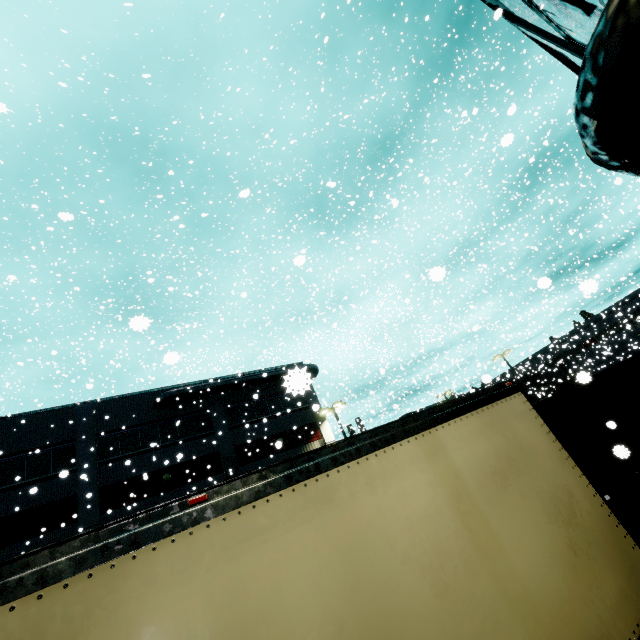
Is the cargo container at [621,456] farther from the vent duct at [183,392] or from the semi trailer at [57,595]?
the vent duct at [183,392]

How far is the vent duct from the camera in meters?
15.3

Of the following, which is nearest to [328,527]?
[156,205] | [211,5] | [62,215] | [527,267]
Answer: [62,215]

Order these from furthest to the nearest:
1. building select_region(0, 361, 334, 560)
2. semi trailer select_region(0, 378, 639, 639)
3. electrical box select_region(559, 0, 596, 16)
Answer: building select_region(0, 361, 334, 560), electrical box select_region(559, 0, 596, 16), semi trailer select_region(0, 378, 639, 639)

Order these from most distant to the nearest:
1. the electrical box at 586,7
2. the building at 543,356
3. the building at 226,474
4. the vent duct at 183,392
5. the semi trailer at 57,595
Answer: the building at 543,356, the building at 226,474, the vent duct at 183,392, the electrical box at 586,7, the semi trailer at 57,595

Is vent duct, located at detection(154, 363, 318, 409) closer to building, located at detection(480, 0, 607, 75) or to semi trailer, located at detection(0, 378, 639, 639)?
A: building, located at detection(480, 0, 607, 75)

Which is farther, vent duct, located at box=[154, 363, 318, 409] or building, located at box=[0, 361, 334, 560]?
building, located at box=[0, 361, 334, 560]

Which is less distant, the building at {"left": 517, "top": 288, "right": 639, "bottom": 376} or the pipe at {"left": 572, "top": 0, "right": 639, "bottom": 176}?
the pipe at {"left": 572, "top": 0, "right": 639, "bottom": 176}
